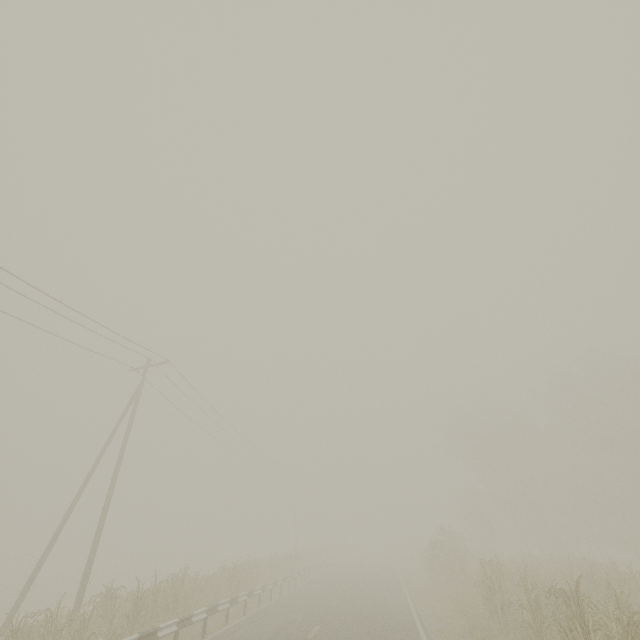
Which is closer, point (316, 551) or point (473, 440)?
point (473, 440)
